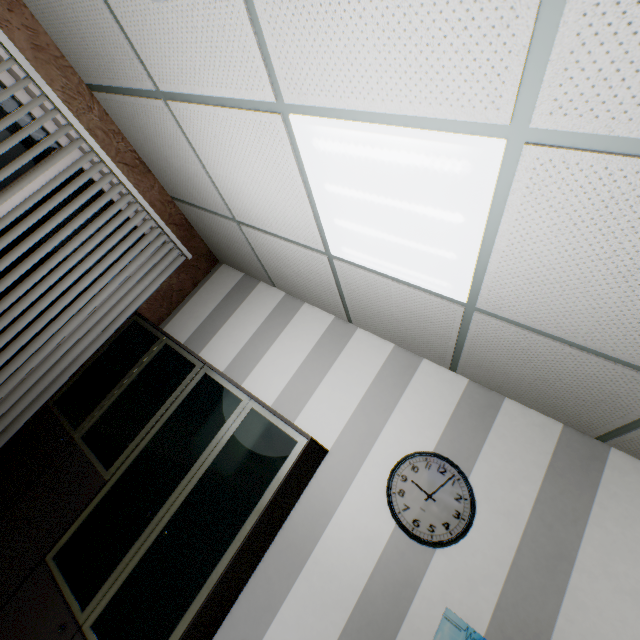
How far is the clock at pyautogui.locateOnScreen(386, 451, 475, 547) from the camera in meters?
2.1 m

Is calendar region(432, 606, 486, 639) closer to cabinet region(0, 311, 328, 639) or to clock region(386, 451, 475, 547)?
clock region(386, 451, 475, 547)

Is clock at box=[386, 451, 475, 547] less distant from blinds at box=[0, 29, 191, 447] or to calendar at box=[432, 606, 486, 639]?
calendar at box=[432, 606, 486, 639]

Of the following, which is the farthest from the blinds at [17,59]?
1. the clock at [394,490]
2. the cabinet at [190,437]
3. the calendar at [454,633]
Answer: the calendar at [454,633]

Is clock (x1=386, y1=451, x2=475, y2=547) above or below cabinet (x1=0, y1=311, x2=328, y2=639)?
above

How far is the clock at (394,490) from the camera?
2.1m

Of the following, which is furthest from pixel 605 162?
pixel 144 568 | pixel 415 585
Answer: pixel 144 568

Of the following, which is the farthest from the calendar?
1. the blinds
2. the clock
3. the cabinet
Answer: the blinds
